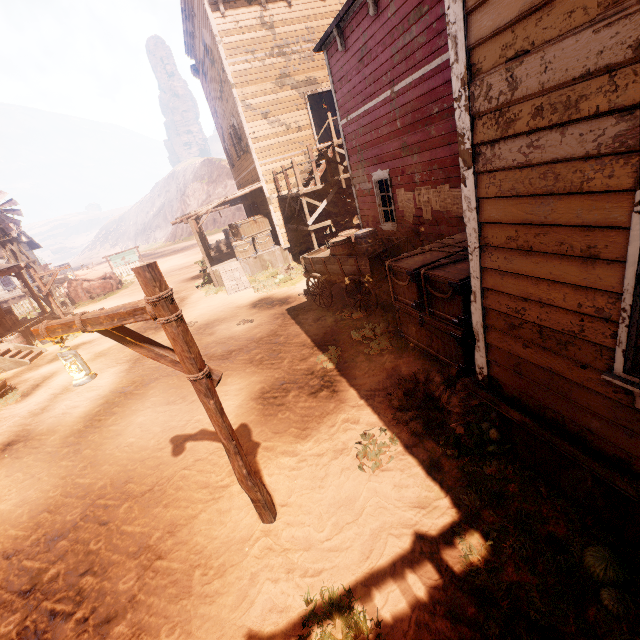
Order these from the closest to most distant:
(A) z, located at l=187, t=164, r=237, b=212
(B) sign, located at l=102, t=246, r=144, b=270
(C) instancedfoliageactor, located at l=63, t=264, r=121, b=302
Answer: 1. (C) instancedfoliageactor, located at l=63, t=264, r=121, b=302
2. (B) sign, located at l=102, t=246, r=144, b=270
3. (A) z, located at l=187, t=164, r=237, b=212

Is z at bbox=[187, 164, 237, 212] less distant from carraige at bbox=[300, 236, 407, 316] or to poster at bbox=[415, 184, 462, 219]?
carraige at bbox=[300, 236, 407, 316]

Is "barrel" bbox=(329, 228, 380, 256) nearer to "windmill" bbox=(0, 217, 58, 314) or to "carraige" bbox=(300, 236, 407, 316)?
"carraige" bbox=(300, 236, 407, 316)

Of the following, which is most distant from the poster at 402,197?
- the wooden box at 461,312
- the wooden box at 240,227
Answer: the wooden box at 240,227

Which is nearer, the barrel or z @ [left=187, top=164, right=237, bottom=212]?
the barrel

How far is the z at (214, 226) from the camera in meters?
47.3 m

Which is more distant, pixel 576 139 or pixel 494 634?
pixel 494 634

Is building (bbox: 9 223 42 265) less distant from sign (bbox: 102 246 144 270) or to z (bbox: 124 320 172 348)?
z (bbox: 124 320 172 348)
